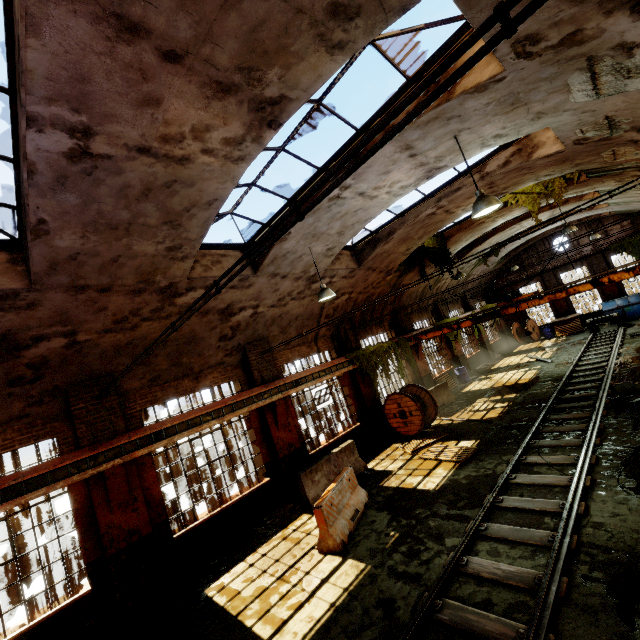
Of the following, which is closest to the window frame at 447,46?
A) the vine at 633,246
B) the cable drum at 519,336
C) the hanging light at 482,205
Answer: the hanging light at 482,205

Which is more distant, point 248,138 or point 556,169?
point 556,169

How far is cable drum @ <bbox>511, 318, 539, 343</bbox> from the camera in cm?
2609

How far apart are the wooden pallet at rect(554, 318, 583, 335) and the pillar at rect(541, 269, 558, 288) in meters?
1.5

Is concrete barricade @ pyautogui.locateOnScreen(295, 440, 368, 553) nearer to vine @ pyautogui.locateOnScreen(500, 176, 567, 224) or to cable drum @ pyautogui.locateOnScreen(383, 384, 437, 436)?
cable drum @ pyautogui.locateOnScreen(383, 384, 437, 436)

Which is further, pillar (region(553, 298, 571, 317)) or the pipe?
pillar (region(553, 298, 571, 317))

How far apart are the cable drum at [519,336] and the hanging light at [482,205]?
24.3 meters

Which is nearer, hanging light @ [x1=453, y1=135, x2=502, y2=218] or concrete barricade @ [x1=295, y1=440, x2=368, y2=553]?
hanging light @ [x1=453, y1=135, x2=502, y2=218]
